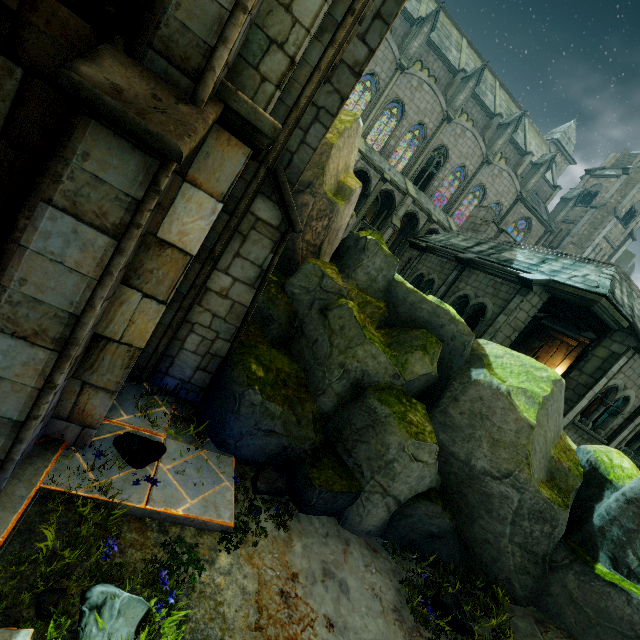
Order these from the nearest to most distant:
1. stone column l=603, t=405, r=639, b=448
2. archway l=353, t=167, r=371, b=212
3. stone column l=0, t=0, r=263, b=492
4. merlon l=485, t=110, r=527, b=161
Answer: stone column l=0, t=0, r=263, b=492 → stone column l=603, t=405, r=639, b=448 → archway l=353, t=167, r=371, b=212 → merlon l=485, t=110, r=527, b=161

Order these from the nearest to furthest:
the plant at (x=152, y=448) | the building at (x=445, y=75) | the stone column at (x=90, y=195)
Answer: the stone column at (x=90, y=195), the plant at (x=152, y=448), the building at (x=445, y=75)

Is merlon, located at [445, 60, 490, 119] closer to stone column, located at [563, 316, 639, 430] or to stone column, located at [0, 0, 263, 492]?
stone column, located at [563, 316, 639, 430]

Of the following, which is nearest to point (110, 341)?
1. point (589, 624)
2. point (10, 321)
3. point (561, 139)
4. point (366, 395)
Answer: point (10, 321)

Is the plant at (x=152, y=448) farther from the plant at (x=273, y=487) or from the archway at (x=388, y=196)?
the archway at (x=388, y=196)

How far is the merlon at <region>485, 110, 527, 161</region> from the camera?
30.4m

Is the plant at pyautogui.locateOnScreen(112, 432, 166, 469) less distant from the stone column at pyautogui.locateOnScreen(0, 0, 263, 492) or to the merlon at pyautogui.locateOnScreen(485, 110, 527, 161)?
the stone column at pyautogui.locateOnScreen(0, 0, 263, 492)

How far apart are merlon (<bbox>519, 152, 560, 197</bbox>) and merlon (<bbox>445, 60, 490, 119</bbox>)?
10.6 meters
